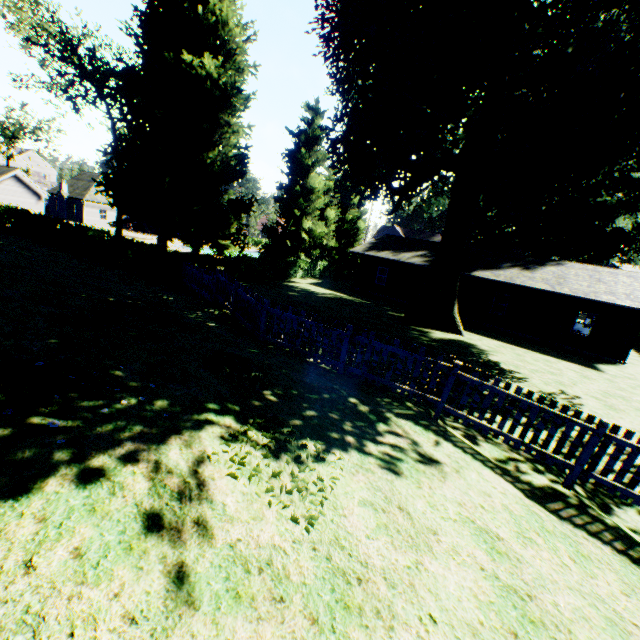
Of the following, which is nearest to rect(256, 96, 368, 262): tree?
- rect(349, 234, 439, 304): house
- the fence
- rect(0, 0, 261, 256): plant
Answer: rect(0, 0, 261, 256): plant

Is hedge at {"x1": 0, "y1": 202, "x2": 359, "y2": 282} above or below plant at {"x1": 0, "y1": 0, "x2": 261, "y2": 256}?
below

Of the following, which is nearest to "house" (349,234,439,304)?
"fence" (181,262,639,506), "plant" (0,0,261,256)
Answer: "plant" (0,0,261,256)

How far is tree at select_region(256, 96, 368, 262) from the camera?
30.19m

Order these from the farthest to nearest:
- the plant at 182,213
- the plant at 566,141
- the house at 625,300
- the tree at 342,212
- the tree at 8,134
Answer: the tree at 8,134 → the tree at 342,212 → the plant at 182,213 → the house at 625,300 → the plant at 566,141

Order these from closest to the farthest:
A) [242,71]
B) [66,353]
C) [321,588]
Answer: [321,588], [66,353], [242,71]

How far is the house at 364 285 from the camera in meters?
27.3 m

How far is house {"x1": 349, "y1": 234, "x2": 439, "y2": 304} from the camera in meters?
27.3
